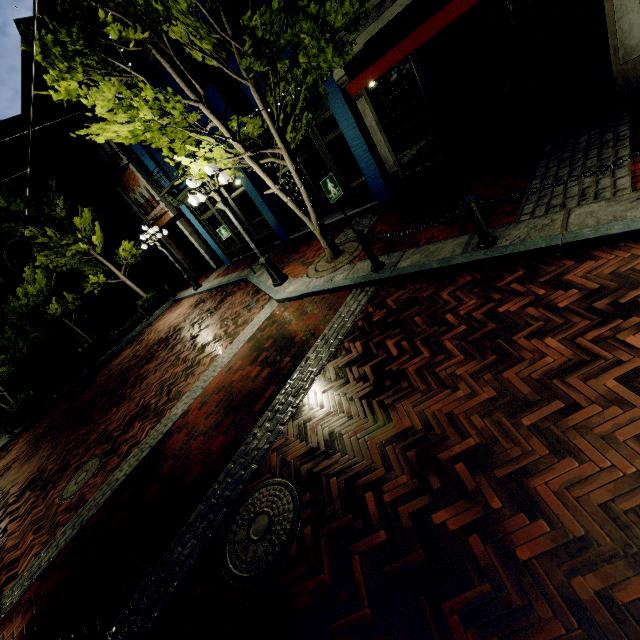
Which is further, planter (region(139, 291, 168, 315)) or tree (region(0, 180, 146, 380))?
planter (region(139, 291, 168, 315))

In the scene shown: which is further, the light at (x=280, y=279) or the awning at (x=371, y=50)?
the light at (x=280, y=279)

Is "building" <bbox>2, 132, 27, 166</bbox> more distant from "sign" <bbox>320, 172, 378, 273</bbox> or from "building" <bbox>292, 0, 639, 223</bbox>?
"sign" <bbox>320, 172, 378, 273</bbox>

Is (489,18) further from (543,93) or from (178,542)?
(178,542)

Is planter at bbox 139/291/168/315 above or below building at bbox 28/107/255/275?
below

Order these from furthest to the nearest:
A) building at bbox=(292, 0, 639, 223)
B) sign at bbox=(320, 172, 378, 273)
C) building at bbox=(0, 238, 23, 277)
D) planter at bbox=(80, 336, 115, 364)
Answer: building at bbox=(0, 238, 23, 277) < planter at bbox=(80, 336, 115, 364) < building at bbox=(292, 0, 639, 223) < sign at bbox=(320, 172, 378, 273)

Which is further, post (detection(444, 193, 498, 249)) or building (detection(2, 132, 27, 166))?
building (detection(2, 132, 27, 166))

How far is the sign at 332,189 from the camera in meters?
5.2
